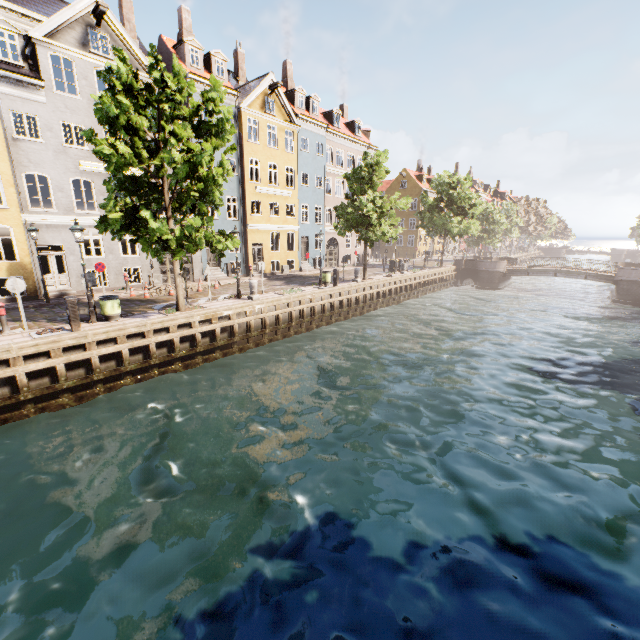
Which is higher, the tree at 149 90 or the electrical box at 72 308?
the tree at 149 90

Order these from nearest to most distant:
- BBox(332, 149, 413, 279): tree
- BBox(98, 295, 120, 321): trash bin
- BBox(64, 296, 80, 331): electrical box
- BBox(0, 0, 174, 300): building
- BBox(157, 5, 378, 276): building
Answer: BBox(64, 296, 80, 331): electrical box → BBox(98, 295, 120, 321): trash bin → BBox(0, 0, 174, 300): building → BBox(332, 149, 413, 279): tree → BBox(157, 5, 378, 276): building

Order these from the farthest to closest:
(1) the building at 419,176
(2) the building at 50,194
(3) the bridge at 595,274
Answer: (1) the building at 419,176 → (3) the bridge at 595,274 → (2) the building at 50,194

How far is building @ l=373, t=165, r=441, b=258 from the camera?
51.1 meters

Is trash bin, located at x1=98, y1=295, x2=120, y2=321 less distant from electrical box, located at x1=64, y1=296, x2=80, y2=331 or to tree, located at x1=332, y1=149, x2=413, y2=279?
electrical box, located at x1=64, y1=296, x2=80, y2=331

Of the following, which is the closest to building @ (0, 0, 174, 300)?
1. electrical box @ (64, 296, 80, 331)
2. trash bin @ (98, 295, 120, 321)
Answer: trash bin @ (98, 295, 120, 321)

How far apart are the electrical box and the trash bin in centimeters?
116cm

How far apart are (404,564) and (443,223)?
35.06m
